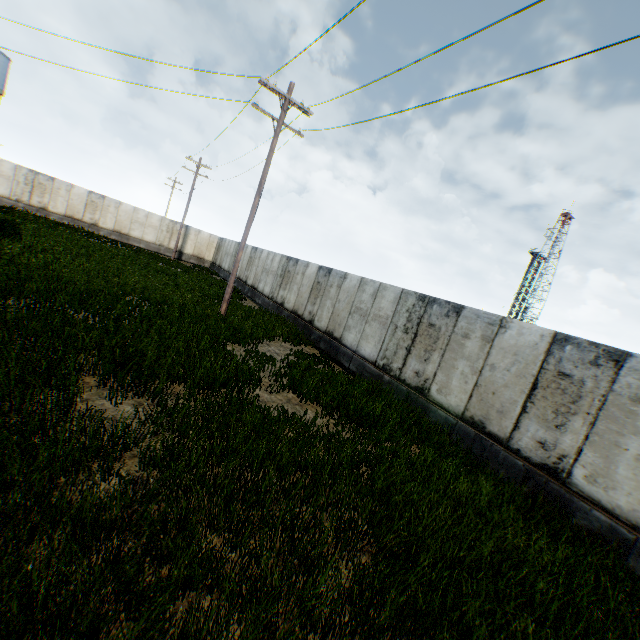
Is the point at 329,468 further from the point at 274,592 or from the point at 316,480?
the point at 274,592
